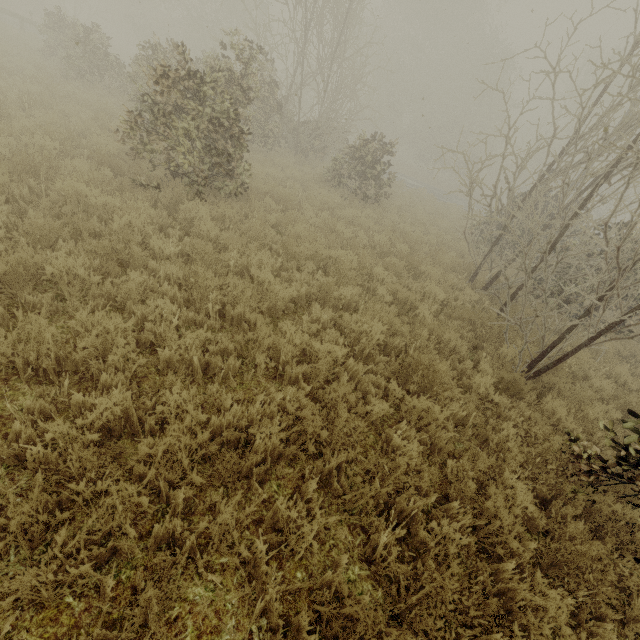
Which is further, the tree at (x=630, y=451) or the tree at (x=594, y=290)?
the tree at (x=594, y=290)

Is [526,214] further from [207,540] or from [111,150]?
[111,150]

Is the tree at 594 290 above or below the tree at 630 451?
above

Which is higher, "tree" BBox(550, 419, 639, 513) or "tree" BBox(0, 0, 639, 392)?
"tree" BBox(0, 0, 639, 392)

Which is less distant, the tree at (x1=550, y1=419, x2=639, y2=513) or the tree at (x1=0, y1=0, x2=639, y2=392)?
the tree at (x1=550, y1=419, x2=639, y2=513)
